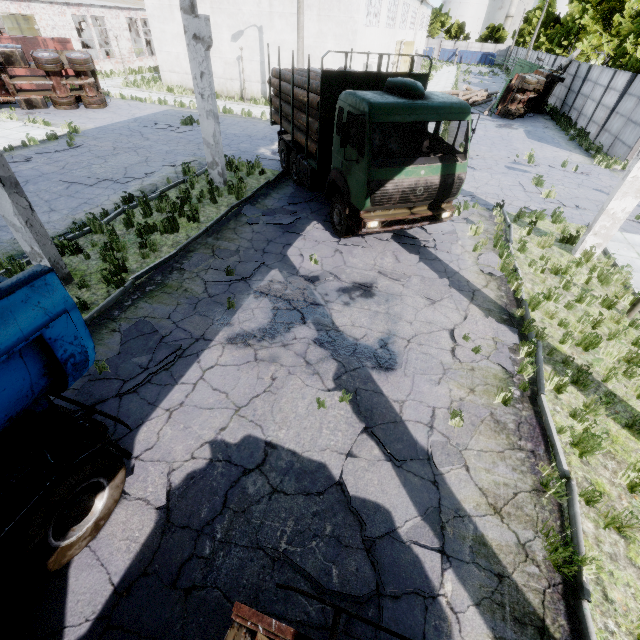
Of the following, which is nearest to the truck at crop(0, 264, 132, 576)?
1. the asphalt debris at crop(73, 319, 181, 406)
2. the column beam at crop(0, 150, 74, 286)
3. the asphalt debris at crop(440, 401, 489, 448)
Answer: the asphalt debris at crop(73, 319, 181, 406)

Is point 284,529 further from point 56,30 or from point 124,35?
point 124,35

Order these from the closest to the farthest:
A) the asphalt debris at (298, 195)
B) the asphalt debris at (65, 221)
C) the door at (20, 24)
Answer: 1. the asphalt debris at (65, 221)
2. the asphalt debris at (298, 195)
3. the door at (20, 24)

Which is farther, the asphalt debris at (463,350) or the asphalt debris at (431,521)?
the asphalt debris at (463,350)

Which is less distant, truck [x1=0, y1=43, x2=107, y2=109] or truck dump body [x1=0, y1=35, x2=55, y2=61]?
truck [x1=0, y1=43, x2=107, y2=109]

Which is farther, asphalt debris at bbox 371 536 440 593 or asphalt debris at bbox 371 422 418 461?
asphalt debris at bbox 371 422 418 461

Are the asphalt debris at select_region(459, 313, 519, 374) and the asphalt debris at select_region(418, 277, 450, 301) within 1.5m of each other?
yes

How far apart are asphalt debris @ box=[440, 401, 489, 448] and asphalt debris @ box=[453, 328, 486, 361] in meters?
1.0
